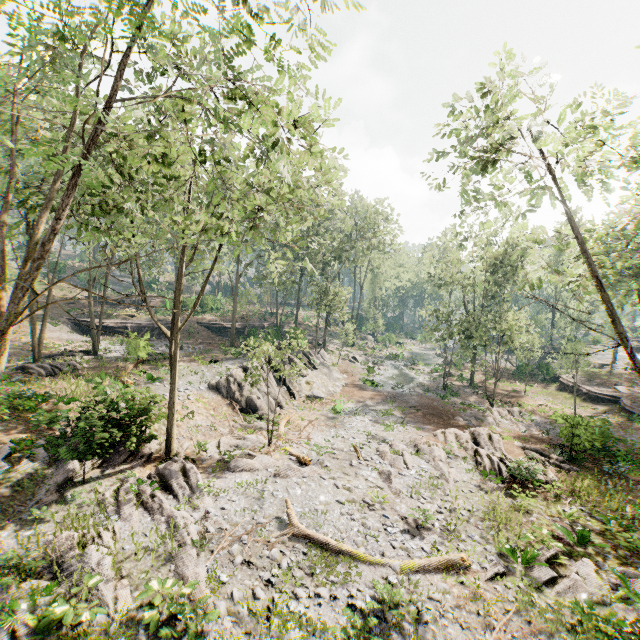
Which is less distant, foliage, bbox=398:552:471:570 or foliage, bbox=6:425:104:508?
foliage, bbox=398:552:471:570

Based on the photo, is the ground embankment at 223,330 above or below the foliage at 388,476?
above

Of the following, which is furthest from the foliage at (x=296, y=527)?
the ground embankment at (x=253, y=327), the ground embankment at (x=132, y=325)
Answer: the ground embankment at (x=132, y=325)

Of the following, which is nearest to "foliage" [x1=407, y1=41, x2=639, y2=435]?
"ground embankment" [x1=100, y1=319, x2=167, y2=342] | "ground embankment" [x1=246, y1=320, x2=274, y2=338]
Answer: "ground embankment" [x1=246, y1=320, x2=274, y2=338]

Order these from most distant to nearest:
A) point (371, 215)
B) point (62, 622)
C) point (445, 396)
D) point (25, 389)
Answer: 1. point (371, 215)
2. point (445, 396)
3. point (25, 389)
4. point (62, 622)

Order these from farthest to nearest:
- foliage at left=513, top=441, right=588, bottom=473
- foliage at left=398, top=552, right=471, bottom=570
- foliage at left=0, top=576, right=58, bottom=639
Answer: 1. foliage at left=513, top=441, right=588, bottom=473
2. foliage at left=398, top=552, right=471, bottom=570
3. foliage at left=0, top=576, right=58, bottom=639

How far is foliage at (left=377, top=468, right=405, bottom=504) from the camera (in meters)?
14.02
